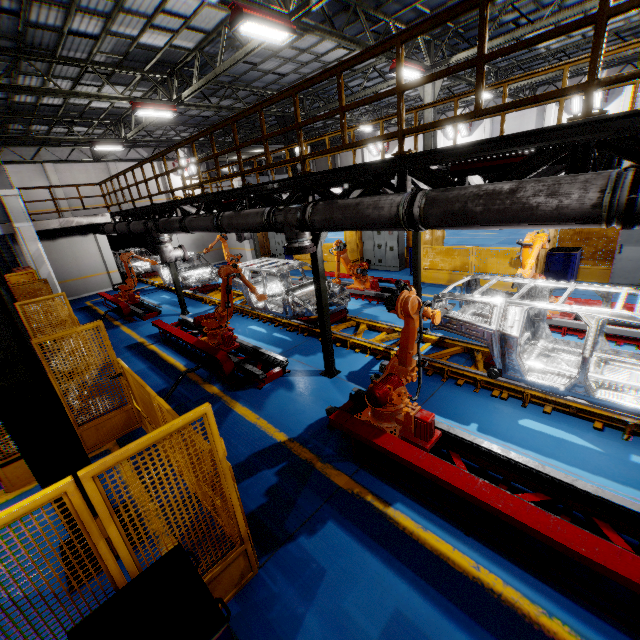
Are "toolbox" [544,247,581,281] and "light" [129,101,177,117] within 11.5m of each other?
no

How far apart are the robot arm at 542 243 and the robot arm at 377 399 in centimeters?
146cm

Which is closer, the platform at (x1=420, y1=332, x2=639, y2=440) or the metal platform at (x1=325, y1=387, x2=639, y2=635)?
the metal platform at (x1=325, y1=387, x2=639, y2=635)

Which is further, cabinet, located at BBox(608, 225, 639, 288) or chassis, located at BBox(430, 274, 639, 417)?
cabinet, located at BBox(608, 225, 639, 288)

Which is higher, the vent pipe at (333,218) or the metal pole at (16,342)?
the vent pipe at (333,218)

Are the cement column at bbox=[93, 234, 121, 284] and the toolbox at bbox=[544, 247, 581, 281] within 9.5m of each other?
no

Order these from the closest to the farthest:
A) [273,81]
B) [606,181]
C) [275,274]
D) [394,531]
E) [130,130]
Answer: [606,181], [394,531], [275,274], [273,81], [130,130]

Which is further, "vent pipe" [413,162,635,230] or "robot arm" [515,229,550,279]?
"robot arm" [515,229,550,279]
